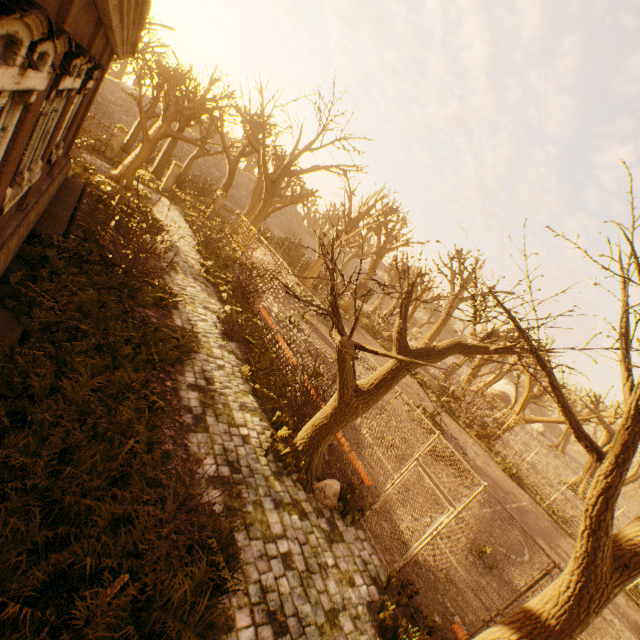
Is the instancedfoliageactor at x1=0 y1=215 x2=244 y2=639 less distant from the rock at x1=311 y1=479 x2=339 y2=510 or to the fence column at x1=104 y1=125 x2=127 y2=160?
the rock at x1=311 y1=479 x2=339 y2=510

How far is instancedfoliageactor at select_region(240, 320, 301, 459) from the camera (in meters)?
8.01

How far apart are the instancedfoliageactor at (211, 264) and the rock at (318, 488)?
10.2 meters

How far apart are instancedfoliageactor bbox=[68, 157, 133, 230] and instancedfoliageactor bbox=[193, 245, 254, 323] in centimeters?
710cm

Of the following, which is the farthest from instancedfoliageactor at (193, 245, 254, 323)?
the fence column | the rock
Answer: the fence column

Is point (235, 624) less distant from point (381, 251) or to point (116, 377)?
point (116, 377)

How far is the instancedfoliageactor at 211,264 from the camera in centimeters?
1351cm

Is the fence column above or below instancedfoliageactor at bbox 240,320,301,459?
above
